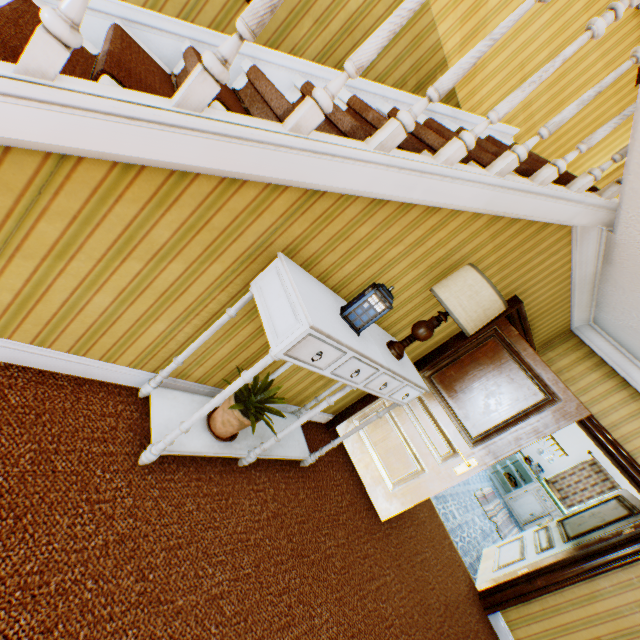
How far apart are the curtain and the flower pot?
9.7 meters

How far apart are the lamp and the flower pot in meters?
1.0 m

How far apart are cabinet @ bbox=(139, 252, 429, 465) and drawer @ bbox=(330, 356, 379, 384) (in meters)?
0.01

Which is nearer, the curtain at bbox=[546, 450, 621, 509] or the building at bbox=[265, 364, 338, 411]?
the building at bbox=[265, 364, 338, 411]

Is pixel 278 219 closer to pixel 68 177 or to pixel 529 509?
pixel 68 177

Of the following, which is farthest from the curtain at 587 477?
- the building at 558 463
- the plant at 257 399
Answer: the plant at 257 399

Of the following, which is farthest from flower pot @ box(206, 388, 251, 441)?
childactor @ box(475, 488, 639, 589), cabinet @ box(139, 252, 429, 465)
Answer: childactor @ box(475, 488, 639, 589)

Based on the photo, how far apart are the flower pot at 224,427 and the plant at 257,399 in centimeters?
3cm
